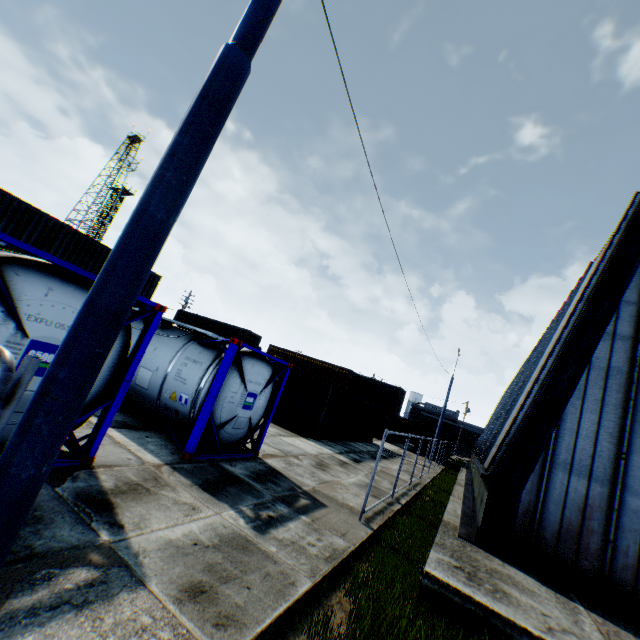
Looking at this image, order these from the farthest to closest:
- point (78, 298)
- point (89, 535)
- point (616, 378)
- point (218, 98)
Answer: point (616, 378) → point (78, 298) → point (89, 535) → point (218, 98)

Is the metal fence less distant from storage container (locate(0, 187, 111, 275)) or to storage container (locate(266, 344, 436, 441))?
storage container (locate(0, 187, 111, 275))

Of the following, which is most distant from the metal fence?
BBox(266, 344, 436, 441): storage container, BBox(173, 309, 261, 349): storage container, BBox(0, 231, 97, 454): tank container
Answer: BBox(173, 309, 261, 349): storage container

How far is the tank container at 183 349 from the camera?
5.67m

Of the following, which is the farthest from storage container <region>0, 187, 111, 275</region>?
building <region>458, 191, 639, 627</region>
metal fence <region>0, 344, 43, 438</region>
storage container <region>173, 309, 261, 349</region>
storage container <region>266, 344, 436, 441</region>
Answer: building <region>458, 191, 639, 627</region>

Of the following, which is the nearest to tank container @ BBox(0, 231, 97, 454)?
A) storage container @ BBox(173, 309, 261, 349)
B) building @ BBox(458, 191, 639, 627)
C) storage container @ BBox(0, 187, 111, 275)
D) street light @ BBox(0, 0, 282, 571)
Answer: street light @ BBox(0, 0, 282, 571)

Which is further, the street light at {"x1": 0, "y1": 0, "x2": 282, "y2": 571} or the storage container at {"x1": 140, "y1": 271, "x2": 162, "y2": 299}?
the storage container at {"x1": 140, "y1": 271, "x2": 162, "y2": 299}

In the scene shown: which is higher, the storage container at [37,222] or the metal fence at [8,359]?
the storage container at [37,222]
